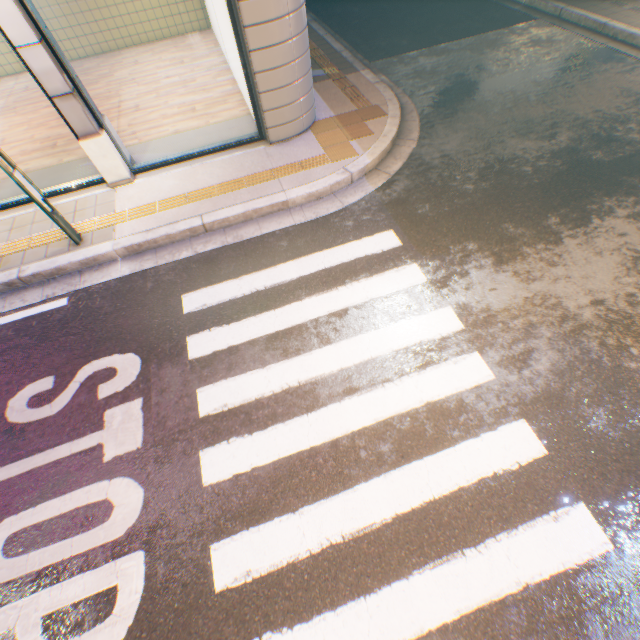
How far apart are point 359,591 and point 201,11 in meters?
14.0
